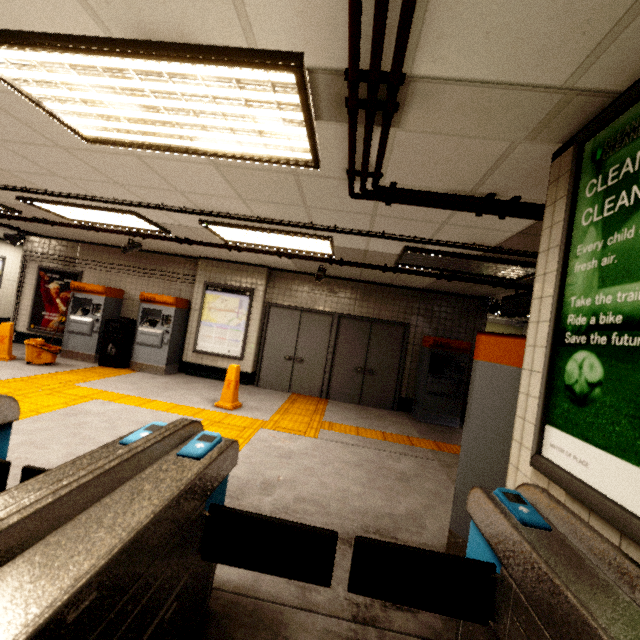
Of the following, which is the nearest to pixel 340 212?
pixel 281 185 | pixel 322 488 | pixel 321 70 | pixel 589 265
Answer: pixel 281 185

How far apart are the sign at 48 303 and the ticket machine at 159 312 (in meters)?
2.14

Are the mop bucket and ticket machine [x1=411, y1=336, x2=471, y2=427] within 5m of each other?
no

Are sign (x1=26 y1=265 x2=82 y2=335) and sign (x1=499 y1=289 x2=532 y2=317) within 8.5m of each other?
no

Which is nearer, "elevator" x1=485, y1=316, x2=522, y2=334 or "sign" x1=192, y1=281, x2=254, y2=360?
"sign" x1=192, y1=281, x2=254, y2=360

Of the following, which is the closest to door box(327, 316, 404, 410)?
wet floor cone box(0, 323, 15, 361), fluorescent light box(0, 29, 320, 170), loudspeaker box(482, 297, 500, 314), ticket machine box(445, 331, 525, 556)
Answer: loudspeaker box(482, 297, 500, 314)

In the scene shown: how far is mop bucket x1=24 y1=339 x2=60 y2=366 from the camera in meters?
6.6

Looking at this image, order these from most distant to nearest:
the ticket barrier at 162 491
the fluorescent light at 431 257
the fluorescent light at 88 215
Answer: the fluorescent light at 88 215 → the fluorescent light at 431 257 → the ticket barrier at 162 491
